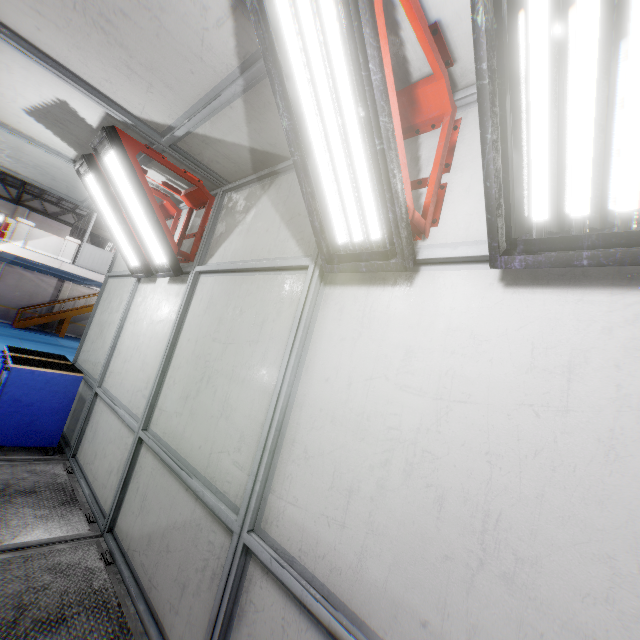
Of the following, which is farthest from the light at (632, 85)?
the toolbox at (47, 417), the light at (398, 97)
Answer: the toolbox at (47, 417)

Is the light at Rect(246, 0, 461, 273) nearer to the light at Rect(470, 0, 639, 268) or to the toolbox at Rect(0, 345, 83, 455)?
the light at Rect(470, 0, 639, 268)

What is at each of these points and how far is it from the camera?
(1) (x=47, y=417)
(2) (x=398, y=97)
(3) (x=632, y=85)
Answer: (1) toolbox, 4.52m
(2) light, 2.01m
(3) light, 0.93m

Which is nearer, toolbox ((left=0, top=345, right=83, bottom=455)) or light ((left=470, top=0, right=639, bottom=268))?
light ((left=470, top=0, right=639, bottom=268))

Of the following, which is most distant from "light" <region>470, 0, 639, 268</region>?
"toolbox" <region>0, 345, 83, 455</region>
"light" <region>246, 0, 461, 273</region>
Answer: "toolbox" <region>0, 345, 83, 455</region>

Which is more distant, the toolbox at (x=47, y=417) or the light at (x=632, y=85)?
the toolbox at (x=47, y=417)

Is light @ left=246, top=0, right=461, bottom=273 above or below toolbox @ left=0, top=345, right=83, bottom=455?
above
